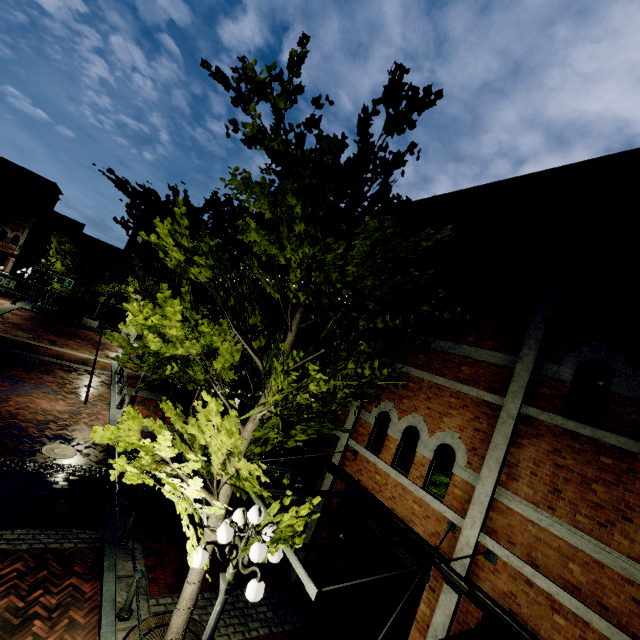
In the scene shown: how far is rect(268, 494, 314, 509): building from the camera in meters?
10.3

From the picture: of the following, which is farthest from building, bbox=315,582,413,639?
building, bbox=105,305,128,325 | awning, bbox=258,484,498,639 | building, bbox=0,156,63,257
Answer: building, bbox=0,156,63,257

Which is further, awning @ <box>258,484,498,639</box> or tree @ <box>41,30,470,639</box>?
awning @ <box>258,484,498,639</box>

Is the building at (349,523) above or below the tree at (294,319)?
below

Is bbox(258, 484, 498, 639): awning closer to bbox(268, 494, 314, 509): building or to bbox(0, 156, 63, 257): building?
bbox(268, 494, 314, 509): building

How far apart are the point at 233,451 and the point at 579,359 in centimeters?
631cm

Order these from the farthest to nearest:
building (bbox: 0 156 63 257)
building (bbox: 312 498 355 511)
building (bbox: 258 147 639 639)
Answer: building (bbox: 0 156 63 257)
building (bbox: 312 498 355 511)
building (bbox: 258 147 639 639)

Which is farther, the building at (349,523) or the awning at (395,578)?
the building at (349,523)
